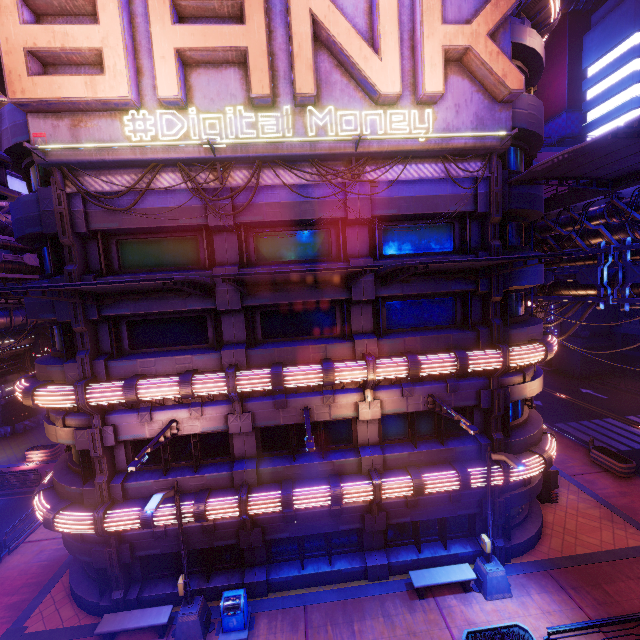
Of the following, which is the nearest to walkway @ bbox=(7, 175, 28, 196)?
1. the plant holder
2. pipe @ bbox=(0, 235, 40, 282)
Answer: pipe @ bbox=(0, 235, 40, 282)

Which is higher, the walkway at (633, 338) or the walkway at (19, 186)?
the walkway at (19, 186)

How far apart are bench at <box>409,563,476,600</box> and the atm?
7.1 meters

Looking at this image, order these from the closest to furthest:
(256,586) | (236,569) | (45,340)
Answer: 1. (256,586)
2. (236,569)
3. (45,340)

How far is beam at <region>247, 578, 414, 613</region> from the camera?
12.5m

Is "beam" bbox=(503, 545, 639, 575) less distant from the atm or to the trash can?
the trash can

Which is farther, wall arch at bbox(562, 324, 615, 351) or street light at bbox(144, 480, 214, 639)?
wall arch at bbox(562, 324, 615, 351)

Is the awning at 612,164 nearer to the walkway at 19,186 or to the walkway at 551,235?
the walkway at 551,235
